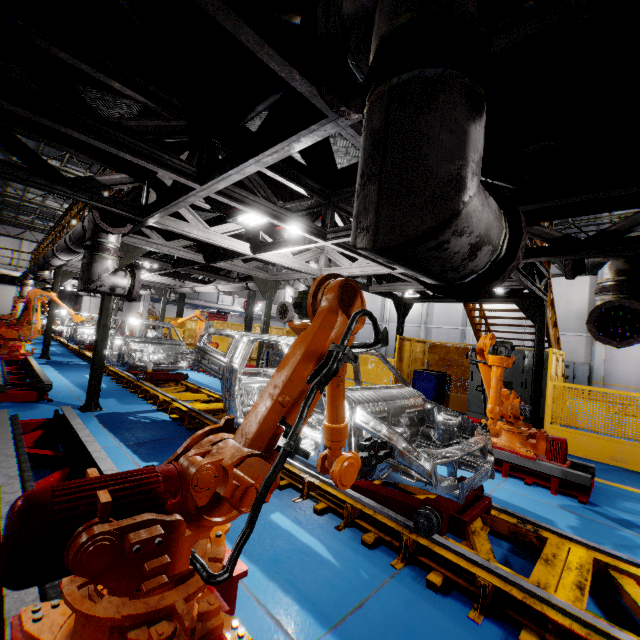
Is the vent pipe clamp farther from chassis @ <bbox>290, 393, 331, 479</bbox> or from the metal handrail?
the metal handrail

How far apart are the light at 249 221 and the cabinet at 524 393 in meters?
7.1

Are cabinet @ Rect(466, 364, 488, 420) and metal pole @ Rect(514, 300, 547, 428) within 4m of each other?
yes

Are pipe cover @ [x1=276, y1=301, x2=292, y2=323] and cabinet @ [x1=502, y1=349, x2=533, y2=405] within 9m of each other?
yes

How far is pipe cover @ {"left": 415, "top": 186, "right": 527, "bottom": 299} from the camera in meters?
1.5

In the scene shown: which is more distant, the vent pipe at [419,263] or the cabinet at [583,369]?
the cabinet at [583,369]

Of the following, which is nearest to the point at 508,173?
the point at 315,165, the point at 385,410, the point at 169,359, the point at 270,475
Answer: the point at 315,165

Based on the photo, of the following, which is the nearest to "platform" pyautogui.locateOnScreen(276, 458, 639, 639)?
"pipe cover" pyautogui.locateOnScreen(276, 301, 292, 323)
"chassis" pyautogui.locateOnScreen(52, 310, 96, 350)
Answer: "chassis" pyautogui.locateOnScreen(52, 310, 96, 350)
